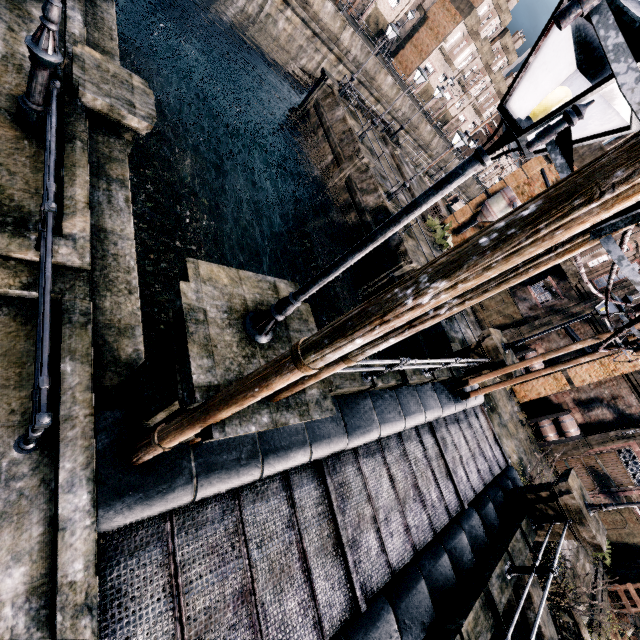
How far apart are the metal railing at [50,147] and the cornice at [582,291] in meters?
26.1

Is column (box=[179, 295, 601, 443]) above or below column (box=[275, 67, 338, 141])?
above

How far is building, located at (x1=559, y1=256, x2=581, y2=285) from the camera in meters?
20.4 m

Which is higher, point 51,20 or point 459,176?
point 459,176

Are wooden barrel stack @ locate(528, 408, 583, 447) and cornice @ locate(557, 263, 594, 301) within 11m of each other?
yes

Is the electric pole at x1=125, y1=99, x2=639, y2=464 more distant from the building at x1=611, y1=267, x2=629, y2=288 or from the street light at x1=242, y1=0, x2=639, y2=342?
the building at x1=611, y1=267, x2=629, y2=288

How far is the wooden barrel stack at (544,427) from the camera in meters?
19.8 m

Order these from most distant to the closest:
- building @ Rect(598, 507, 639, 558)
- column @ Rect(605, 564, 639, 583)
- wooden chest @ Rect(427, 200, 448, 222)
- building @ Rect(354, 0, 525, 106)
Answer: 1. building @ Rect(354, 0, 525, 106)
2. wooden chest @ Rect(427, 200, 448, 222)
3. building @ Rect(598, 507, 639, 558)
4. column @ Rect(605, 564, 639, 583)
